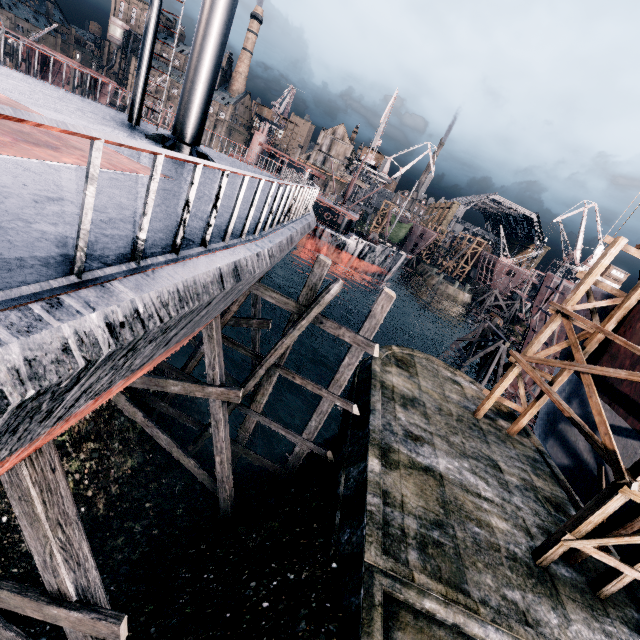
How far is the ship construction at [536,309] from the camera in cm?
2503

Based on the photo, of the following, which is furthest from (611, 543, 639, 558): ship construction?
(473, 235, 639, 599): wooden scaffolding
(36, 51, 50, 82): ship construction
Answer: (36, 51, 50, 82): ship construction

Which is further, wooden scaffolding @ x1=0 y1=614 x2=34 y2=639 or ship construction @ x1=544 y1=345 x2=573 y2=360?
ship construction @ x1=544 y1=345 x2=573 y2=360

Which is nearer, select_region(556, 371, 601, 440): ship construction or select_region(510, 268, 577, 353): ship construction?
select_region(556, 371, 601, 440): ship construction

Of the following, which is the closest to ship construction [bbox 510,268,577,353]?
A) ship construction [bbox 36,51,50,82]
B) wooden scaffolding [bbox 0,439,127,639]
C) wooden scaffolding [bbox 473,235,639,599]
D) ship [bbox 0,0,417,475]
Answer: Result: wooden scaffolding [bbox 473,235,639,599]

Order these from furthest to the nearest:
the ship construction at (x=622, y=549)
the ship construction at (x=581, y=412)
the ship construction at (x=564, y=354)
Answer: the ship construction at (x=564, y=354) < the ship construction at (x=581, y=412) < the ship construction at (x=622, y=549)

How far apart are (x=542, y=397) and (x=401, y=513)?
12.0m
